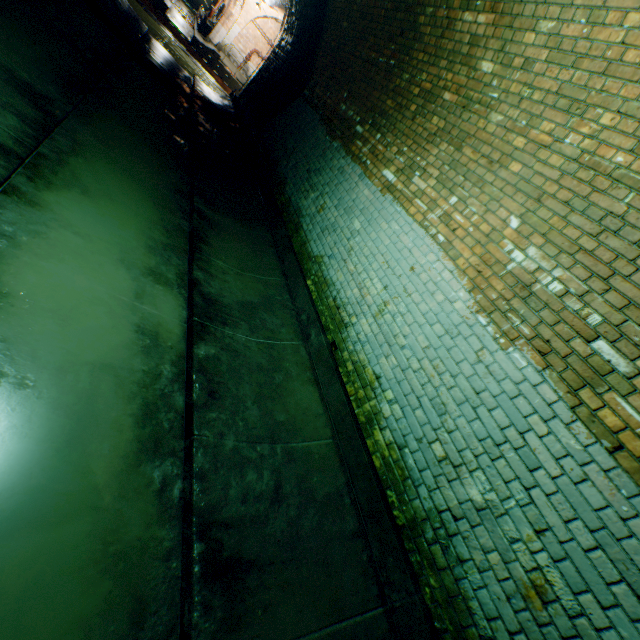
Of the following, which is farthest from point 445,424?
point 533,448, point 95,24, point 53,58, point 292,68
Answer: point 292,68
